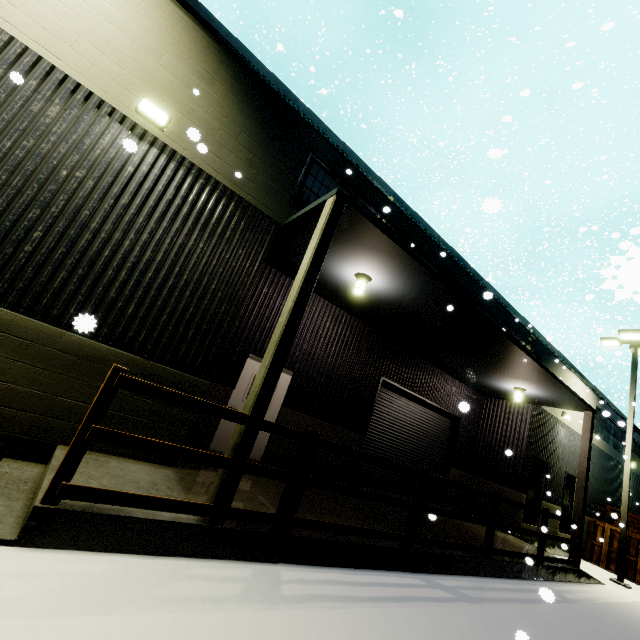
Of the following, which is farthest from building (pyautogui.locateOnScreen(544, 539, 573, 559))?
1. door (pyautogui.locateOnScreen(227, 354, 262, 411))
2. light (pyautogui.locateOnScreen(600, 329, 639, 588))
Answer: light (pyautogui.locateOnScreen(600, 329, 639, 588))

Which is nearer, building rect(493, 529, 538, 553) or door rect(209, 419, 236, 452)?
door rect(209, 419, 236, 452)

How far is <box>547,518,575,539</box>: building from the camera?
10.20m

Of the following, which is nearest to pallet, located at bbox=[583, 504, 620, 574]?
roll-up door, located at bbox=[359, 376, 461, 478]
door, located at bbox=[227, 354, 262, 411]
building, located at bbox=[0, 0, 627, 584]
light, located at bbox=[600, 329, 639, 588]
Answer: building, located at bbox=[0, 0, 627, 584]

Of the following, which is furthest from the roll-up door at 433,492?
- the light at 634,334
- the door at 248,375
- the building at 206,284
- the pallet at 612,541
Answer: the pallet at 612,541

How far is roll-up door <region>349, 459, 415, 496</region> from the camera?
10.6m

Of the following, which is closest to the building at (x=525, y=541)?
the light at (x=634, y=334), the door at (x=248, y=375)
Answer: the door at (x=248, y=375)

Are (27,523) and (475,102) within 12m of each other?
no
